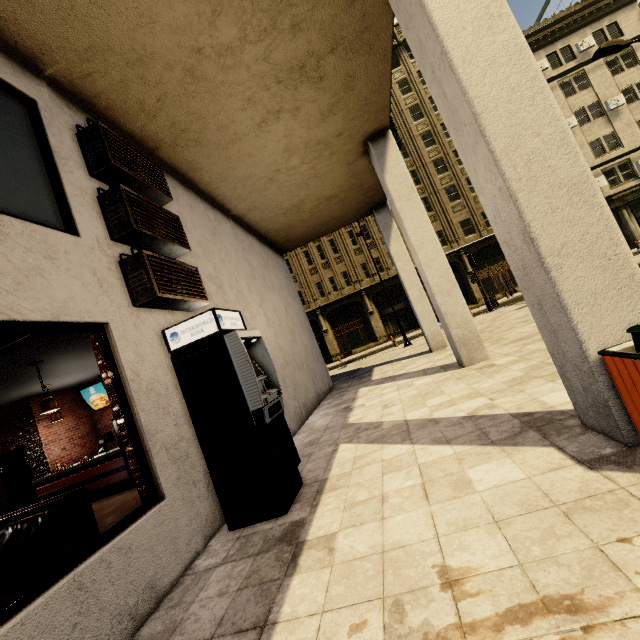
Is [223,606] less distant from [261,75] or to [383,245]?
[261,75]

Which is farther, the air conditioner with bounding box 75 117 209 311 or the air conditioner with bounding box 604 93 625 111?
the air conditioner with bounding box 604 93 625 111

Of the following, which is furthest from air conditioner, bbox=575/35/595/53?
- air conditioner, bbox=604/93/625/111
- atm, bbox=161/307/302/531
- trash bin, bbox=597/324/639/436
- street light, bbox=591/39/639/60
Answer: atm, bbox=161/307/302/531

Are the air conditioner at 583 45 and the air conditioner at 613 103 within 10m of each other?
yes

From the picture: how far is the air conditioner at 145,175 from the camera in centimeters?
396cm

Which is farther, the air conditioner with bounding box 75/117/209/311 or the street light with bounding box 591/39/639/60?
the street light with bounding box 591/39/639/60

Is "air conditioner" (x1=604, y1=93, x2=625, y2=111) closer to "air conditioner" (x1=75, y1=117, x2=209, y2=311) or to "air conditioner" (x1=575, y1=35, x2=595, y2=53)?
"air conditioner" (x1=575, y1=35, x2=595, y2=53)

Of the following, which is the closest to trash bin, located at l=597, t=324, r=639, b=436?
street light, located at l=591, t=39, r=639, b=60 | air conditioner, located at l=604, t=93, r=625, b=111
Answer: street light, located at l=591, t=39, r=639, b=60
